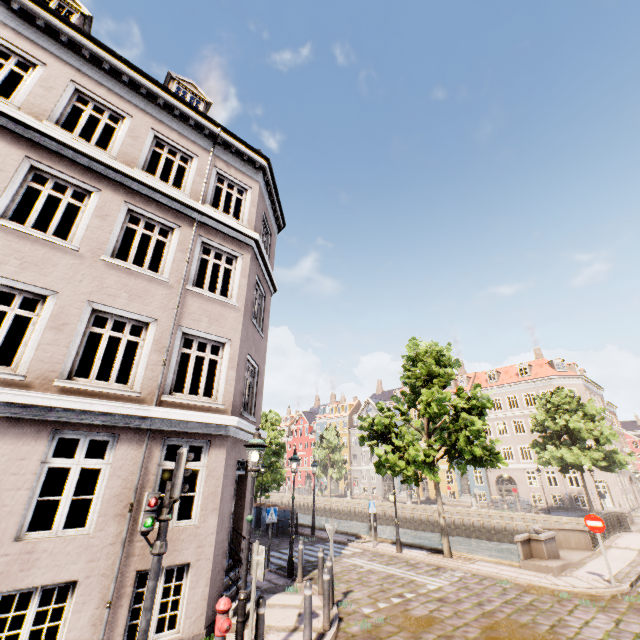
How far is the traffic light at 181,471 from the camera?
5.1 meters

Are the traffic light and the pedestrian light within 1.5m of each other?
yes

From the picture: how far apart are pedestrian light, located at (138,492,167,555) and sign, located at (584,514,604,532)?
13.4m

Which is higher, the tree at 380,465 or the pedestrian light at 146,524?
the tree at 380,465

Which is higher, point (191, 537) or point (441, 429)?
point (441, 429)

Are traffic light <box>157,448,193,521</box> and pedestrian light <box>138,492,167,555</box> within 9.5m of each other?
yes

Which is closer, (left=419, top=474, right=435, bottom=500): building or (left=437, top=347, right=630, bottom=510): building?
(left=437, top=347, right=630, bottom=510): building

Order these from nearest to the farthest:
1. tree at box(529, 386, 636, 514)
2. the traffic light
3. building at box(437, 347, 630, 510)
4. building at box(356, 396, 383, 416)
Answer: the traffic light, tree at box(529, 386, 636, 514), building at box(437, 347, 630, 510), building at box(356, 396, 383, 416)
